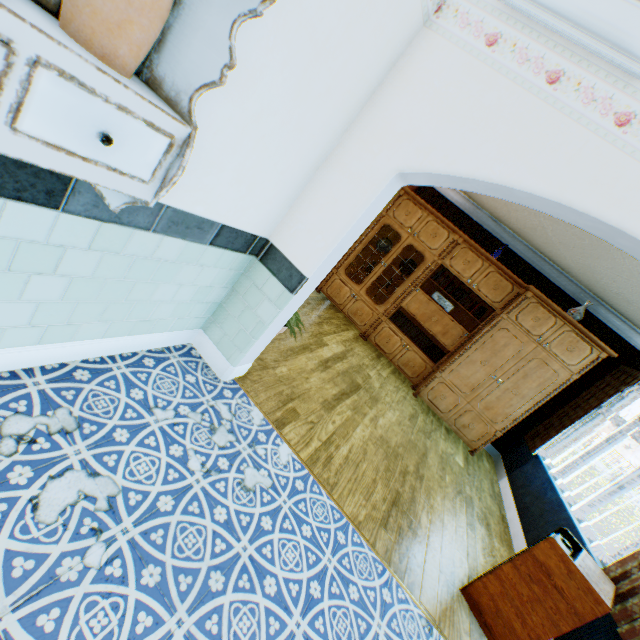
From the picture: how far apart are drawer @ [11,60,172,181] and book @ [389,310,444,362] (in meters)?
5.57

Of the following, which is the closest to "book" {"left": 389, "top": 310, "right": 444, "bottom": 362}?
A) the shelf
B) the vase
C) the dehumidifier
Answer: the vase

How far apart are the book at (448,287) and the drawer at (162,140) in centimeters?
550cm

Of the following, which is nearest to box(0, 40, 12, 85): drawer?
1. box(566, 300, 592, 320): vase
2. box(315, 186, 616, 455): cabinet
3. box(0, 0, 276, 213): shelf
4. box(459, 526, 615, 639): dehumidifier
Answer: box(0, 0, 276, 213): shelf

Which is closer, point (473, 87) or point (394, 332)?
point (473, 87)

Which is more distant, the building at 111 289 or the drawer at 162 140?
the building at 111 289

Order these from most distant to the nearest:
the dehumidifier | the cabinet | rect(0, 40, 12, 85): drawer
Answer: the cabinet → the dehumidifier → rect(0, 40, 12, 85): drawer

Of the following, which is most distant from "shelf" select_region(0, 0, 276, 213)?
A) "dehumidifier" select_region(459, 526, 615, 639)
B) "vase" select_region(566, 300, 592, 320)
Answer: "vase" select_region(566, 300, 592, 320)
